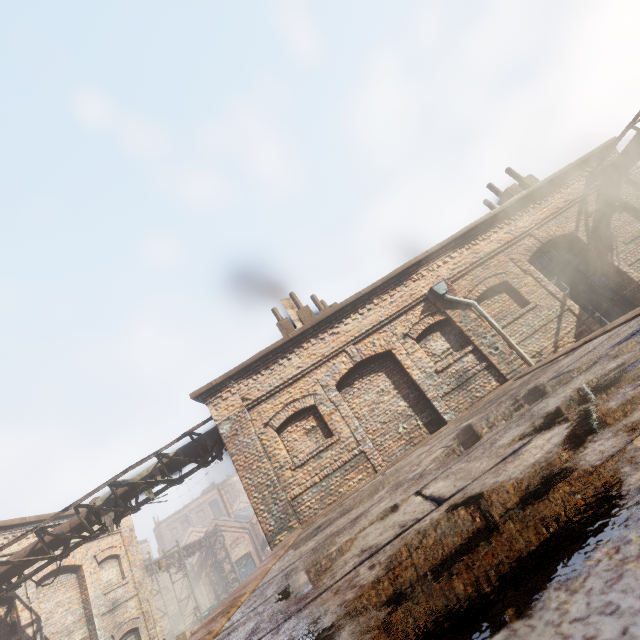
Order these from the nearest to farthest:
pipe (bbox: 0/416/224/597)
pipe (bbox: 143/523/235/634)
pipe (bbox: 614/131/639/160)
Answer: pipe (bbox: 0/416/224/597) → pipe (bbox: 614/131/639/160) → pipe (bbox: 143/523/235/634)

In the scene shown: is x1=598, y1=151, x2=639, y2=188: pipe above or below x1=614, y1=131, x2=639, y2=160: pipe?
below

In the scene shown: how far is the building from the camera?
7.6 meters

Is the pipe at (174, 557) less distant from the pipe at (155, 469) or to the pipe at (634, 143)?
the pipe at (155, 469)

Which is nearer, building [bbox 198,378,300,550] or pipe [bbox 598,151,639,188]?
building [bbox 198,378,300,550]

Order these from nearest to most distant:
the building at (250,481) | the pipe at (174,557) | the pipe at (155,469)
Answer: the building at (250,481) < the pipe at (155,469) < the pipe at (174,557)

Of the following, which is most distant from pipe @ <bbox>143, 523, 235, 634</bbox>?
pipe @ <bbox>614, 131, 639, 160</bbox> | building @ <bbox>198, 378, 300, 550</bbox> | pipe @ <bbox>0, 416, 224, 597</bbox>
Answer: pipe @ <bbox>614, 131, 639, 160</bbox>

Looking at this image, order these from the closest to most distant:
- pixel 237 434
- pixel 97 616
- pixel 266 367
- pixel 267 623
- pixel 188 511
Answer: pixel 267 623
pixel 237 434
pixel 266 367
pixel 97 616
pixel 188 511
